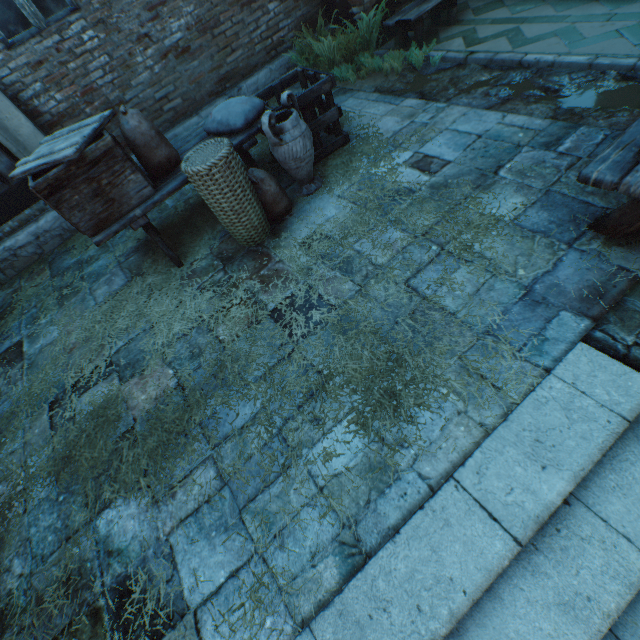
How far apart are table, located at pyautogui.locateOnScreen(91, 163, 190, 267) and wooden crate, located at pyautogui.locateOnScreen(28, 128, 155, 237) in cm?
0

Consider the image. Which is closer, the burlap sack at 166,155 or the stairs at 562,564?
the stairs at 562,564

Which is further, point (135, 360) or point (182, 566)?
point (135, 360)

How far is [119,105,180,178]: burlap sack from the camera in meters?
2.9

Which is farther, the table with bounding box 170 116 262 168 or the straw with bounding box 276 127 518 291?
the table with bounding box 170 116 262 168

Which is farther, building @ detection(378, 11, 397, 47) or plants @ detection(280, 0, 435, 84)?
building @ detection(378, 11, 397, 47)

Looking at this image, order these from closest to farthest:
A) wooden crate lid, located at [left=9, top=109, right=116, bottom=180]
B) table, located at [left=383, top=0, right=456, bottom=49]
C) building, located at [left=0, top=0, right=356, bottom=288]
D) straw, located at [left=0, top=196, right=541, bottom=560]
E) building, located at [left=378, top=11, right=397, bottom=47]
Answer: straw, located at [left=0, top=196, right=541, bottom=560]
wooden crate lid, located at [left=9, top=109, right=116, bottom=180]
building, located at [left=0, top=0, right=356, bottom=288]
table, located at [left=383, top=0, right=456, bottom=49]
building, located at [left=378, top=11, right=397, bottom=47]

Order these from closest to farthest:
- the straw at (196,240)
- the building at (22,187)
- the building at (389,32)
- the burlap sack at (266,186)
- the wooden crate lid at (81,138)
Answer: the straw at (196,240)
the wooden crate lid at (81,138)
the burlap sack at (266,186)
the building at (22,187)
the building at (389,32)
